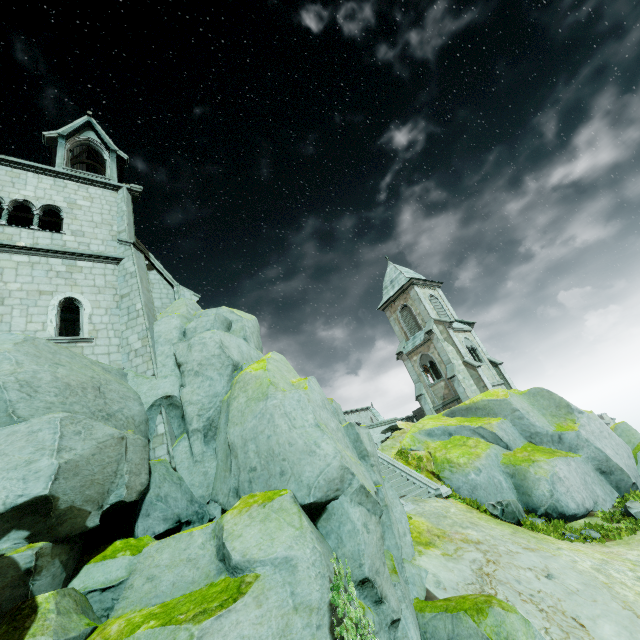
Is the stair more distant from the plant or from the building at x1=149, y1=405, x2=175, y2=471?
the plant

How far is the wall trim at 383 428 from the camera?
22.2 meters

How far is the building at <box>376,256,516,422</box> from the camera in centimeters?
2919cm

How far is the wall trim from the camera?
22.19m

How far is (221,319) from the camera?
13.23m

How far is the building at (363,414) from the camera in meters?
46.1 m

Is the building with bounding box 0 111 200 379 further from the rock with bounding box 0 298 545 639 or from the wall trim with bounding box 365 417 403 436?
the wall trim with bounding box 365 417 403 436
